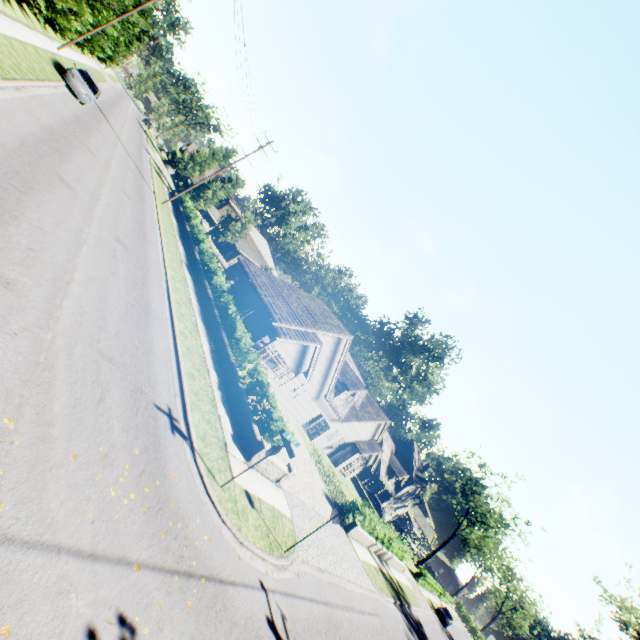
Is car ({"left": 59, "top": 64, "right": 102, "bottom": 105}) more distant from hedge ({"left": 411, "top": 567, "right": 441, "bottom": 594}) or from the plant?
hedge ({"left": 411, "top": 567, "right": 441, "bottom": 594})

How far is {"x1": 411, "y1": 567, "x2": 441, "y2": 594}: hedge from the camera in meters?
42.7 m

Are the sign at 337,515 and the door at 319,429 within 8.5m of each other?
no

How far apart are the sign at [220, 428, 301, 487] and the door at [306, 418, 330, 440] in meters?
21.3

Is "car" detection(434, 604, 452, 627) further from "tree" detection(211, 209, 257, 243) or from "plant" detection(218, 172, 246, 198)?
"plant" detection(218, 172, 246, 198)

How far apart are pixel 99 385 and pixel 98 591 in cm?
386

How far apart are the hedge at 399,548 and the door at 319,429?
7.5m

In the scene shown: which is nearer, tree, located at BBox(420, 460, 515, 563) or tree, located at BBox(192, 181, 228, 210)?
tree, located at BBox(192, 181, 228, 210)
